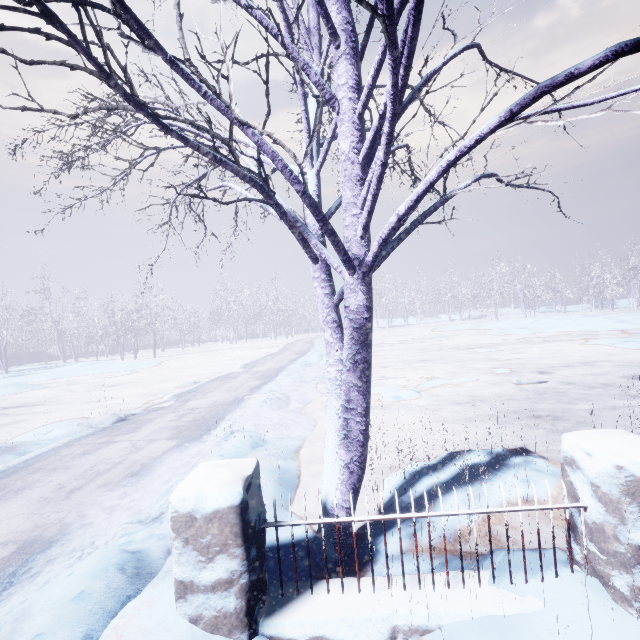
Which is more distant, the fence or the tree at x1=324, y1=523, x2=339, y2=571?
the tree at x1=324, y1=523, x2=339, y2=571

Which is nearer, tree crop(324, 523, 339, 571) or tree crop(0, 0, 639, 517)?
tree crop(0, 0, 639, 517)

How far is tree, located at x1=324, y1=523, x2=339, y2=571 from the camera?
2.29m

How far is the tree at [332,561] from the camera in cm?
229

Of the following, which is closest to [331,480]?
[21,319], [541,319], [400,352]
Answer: [400,352]
